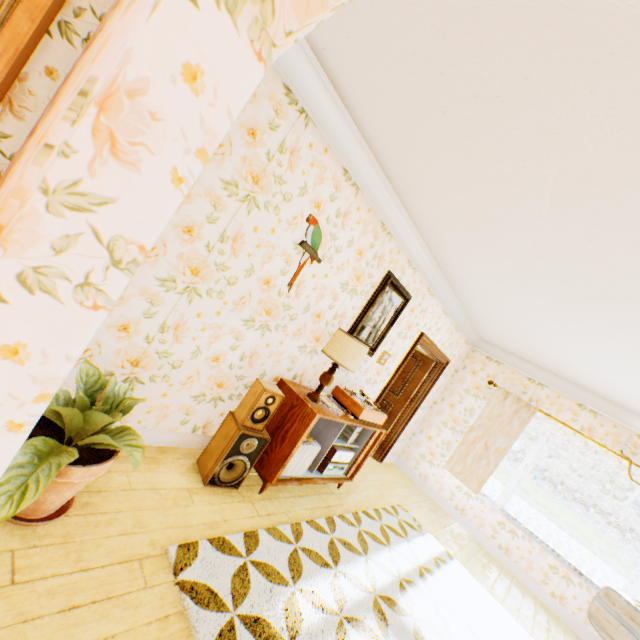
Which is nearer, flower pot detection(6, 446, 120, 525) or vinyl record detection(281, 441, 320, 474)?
flower pot detection(6, 446, 120, 525)

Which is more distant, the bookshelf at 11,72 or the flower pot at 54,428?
the flower pot at 54,428

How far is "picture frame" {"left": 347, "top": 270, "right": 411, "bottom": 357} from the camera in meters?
3.9

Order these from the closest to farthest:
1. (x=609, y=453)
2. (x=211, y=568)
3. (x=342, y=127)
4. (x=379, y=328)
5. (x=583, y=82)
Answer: (x=583, y=82) < (x=211, y=568) < (x=342, y=127) < (x=379, y=328) < (x=609, y=453)

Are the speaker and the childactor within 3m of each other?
no

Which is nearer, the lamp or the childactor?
the lamp

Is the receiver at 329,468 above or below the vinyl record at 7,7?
below

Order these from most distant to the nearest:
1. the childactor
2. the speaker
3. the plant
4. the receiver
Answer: the childactor < the receiver < the speaker < the plant
